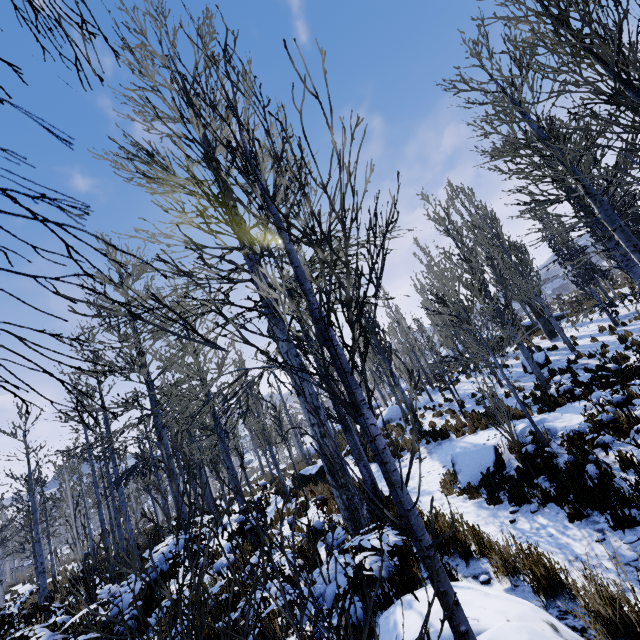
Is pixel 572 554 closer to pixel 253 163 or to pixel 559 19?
pixel 253 163

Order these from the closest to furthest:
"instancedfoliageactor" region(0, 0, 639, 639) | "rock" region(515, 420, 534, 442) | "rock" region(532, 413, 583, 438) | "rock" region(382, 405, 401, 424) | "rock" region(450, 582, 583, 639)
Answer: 1. "instancedfoliageactor" region(0, 0, 639, 639)
2. "rock" region(450, 582, 583, 639)
3. "rock" region(532, 413, 583, 438)
4. "rock" region(515, 420, 534, 442)
5. "rock" region(382, 405, 401, 424)

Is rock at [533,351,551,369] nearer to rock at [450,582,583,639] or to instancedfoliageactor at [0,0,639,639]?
instancedfoliageactor at [0,0,639,639]

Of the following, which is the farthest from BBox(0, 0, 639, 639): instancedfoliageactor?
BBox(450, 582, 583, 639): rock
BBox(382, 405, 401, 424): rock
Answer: BBox(382, 405, 401, 424): rock

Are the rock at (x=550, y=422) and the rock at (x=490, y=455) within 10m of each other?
yes

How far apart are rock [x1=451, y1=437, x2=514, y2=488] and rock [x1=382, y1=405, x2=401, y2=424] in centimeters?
1348cm

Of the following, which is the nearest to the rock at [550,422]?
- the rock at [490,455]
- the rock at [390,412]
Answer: the rock at [490,455]

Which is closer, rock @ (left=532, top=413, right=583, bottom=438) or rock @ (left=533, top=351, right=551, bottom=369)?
rock @ (left=532, top=413, right=583, bottom=438)
